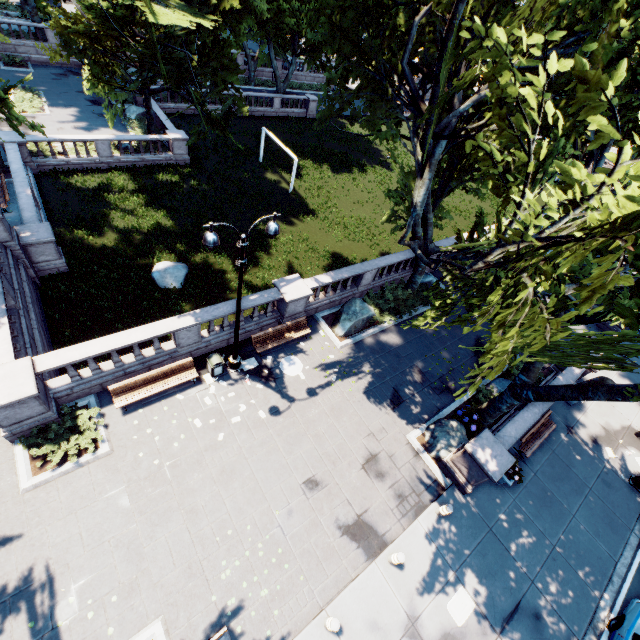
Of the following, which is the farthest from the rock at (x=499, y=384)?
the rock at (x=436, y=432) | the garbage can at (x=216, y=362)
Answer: the garbage can at (x=216, y=362)

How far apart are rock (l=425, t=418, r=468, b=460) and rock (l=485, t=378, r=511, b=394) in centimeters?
302cm

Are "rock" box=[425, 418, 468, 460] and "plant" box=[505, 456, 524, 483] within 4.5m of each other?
yes

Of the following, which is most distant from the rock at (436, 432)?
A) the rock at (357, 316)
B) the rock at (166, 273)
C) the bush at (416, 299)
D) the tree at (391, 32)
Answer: the rock at (166, 273)

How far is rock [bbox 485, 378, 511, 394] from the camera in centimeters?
1628cm

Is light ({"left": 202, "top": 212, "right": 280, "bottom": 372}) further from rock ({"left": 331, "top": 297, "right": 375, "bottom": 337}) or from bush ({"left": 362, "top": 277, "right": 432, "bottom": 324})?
bush ({"left": 362, "top": 277, "right": 432, "bottom": 324})

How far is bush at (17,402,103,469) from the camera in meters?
10.2 m

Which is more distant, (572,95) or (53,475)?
(572,95)
